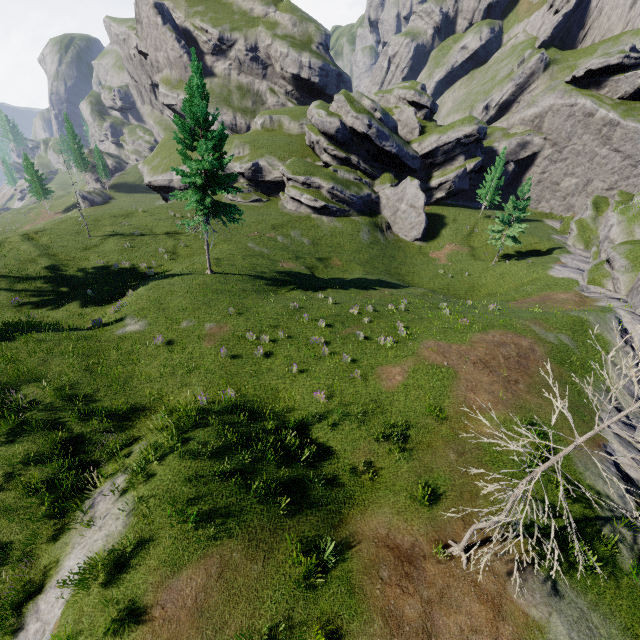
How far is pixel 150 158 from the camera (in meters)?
55.66
